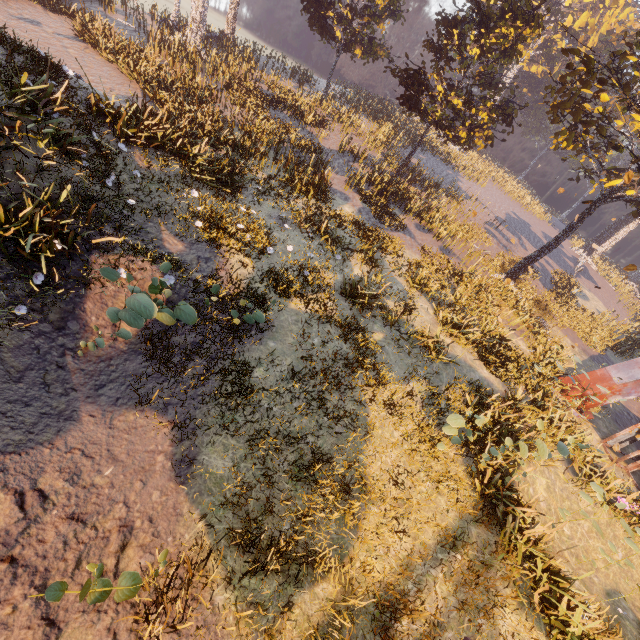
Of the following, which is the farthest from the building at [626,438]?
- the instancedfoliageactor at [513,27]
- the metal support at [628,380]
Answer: the metal support at [628,380]

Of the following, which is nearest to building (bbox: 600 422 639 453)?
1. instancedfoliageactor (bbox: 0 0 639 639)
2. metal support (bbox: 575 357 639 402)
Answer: instancedfoliageactor (bbox: 0 0 639 639)

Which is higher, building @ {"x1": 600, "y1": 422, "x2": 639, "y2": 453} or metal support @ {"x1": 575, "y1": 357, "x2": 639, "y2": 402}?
metal support @ {"x1": 575, "y1": 357, "x2": 639, "y2": 402}

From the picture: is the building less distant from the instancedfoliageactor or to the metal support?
the instancedfoliageactor

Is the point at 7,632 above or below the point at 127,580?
below

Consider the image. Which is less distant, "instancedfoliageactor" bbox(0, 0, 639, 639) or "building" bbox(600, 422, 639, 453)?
"instancedfoliageactor" bbox(0, 0, 639, 639)

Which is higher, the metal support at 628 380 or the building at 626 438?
the metal support at 628 380

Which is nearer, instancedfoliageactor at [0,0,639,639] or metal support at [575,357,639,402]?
instancedfoliageactor at [0,0,639,639]
